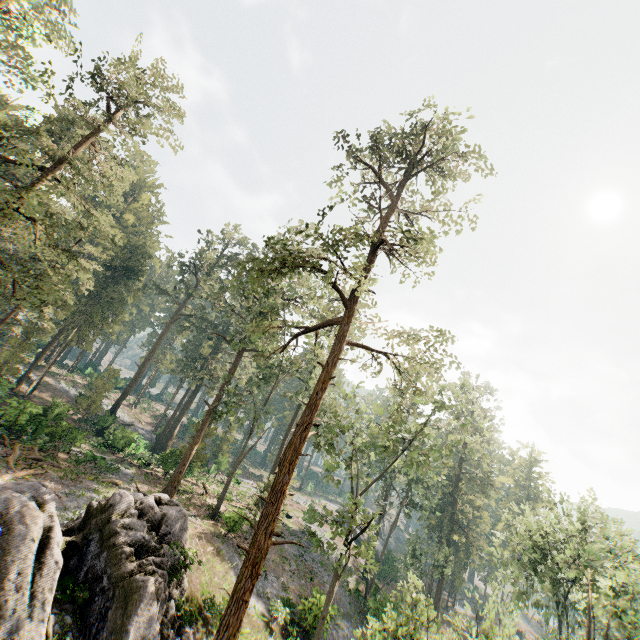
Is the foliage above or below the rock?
above

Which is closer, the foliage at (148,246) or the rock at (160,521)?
the rock at (160,521)

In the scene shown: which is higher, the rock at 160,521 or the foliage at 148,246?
the foliage at 148,246

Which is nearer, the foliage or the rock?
the rock

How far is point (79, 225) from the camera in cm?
2919
